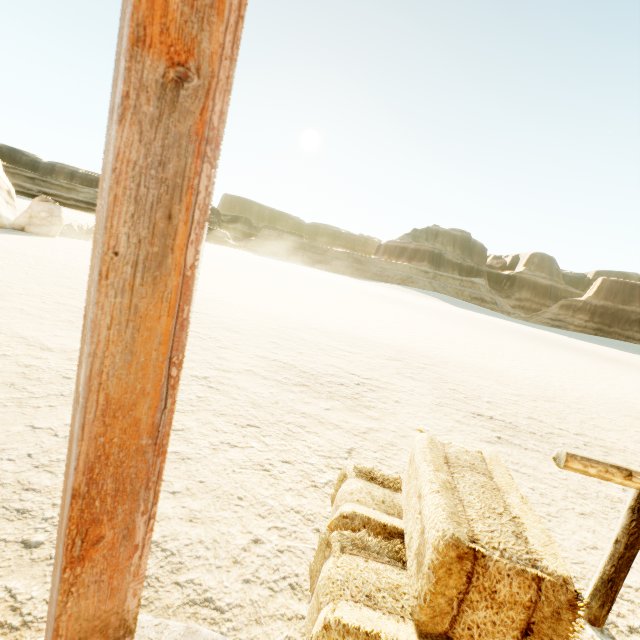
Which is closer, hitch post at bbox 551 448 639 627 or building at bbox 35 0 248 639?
building at bbox 35 0 248 639

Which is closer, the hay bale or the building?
the building

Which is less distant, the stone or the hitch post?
the hitch post

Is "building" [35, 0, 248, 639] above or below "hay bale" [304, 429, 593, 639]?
above

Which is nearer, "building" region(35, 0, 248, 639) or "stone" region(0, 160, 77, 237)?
"building" region(35, 0, 248, 639)

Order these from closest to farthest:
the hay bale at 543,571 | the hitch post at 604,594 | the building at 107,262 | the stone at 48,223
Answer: the building at 107,262 < the hay bale at 543,571 < the hitch post at 604,594 < the stone at 48,223

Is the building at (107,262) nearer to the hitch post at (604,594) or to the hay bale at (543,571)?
the hay bale at (543,571)

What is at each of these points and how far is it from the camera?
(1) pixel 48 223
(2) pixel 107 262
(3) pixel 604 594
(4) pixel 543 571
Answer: (1) stone, 14.9 meters
(2) building, 0.6 meters
(3) hitch post, 1.9 meters
(4) hay bale, 1.2 meters
